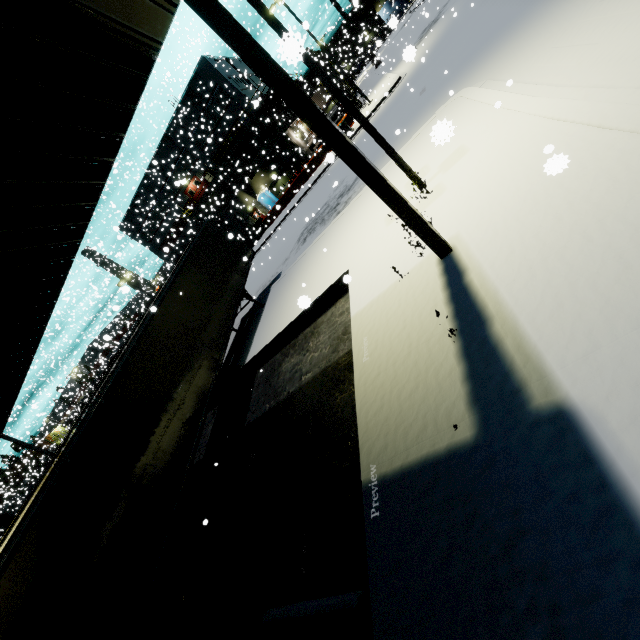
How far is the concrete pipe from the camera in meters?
37.7

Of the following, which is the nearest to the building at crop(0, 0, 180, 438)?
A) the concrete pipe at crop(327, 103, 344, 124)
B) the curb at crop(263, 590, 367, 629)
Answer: the concrete pipe at crop(327, 103, 344, 124)

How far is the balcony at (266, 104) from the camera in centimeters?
3270cm

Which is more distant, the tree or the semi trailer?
the tree

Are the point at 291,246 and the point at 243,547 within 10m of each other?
no

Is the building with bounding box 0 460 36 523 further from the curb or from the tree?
the curb

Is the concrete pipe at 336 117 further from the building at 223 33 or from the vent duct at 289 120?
the vent duct at 289 120

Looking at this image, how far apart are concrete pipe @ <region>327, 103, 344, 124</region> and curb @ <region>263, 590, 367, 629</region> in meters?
43.2
